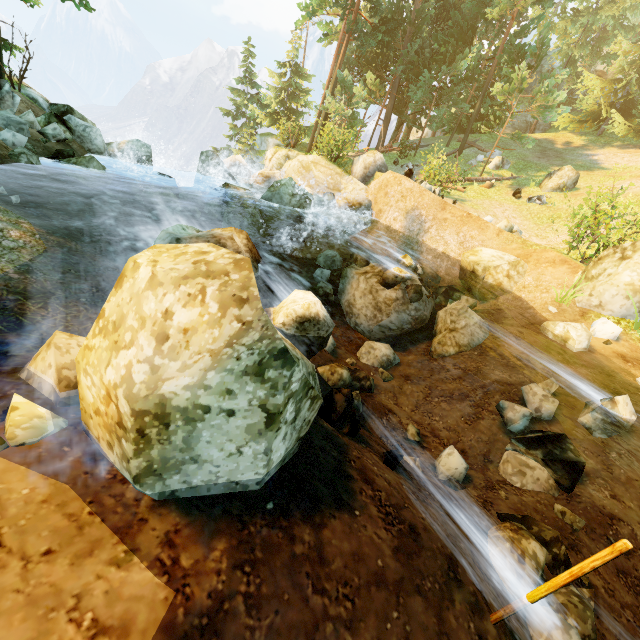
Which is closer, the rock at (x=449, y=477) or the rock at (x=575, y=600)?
the rock at (x=575, y=600)

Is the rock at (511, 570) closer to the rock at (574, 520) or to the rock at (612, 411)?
the rock at (574, 520)

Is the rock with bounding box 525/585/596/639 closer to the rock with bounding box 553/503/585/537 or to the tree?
the rock with bounding box 553/503/585/537

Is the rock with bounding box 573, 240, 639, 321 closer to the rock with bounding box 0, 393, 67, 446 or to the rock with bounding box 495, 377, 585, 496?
the rock with bounding box 495, 377, 585, 496

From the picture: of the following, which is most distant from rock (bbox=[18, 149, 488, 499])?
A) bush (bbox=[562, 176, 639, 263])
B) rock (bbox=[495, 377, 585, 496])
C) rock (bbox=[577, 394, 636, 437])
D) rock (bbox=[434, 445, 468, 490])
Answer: bush (bbox=[562, 176, 639, 263])

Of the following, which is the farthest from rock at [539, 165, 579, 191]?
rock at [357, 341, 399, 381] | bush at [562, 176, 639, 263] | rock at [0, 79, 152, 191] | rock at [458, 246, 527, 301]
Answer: rock at [0, 79, 152, 191]

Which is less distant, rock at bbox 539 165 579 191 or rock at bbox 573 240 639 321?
rock at bbox 573 240 639 321

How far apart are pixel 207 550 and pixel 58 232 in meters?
6.2
